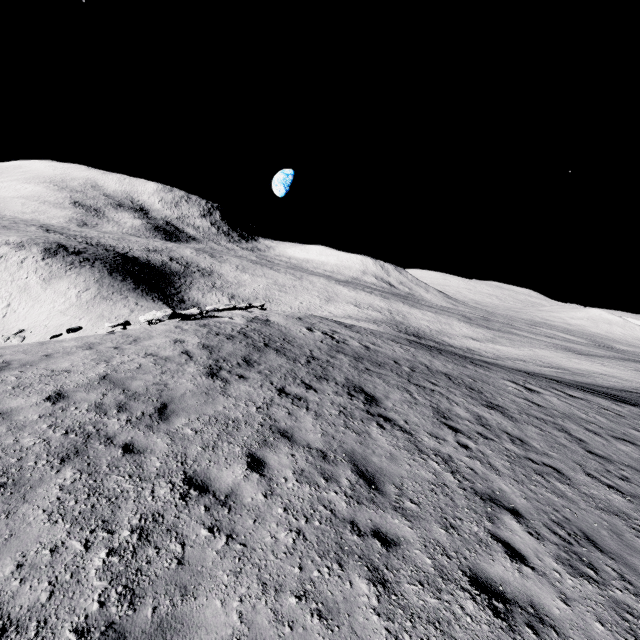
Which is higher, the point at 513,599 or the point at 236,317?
the point at 513,599
